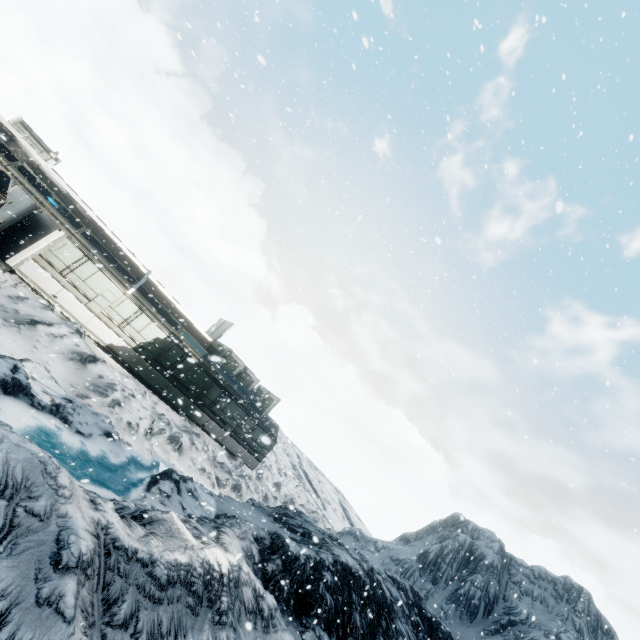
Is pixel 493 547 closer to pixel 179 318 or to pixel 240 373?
pixel 240 373
